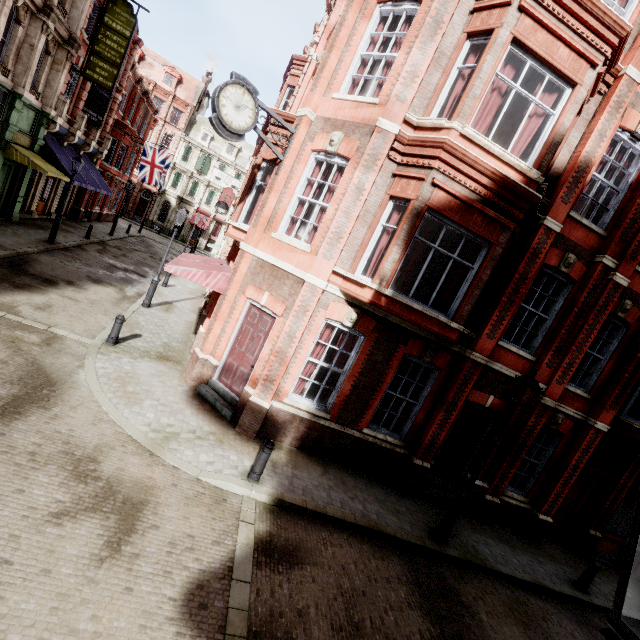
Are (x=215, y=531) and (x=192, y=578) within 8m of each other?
yes

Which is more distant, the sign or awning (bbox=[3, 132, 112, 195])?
the sign

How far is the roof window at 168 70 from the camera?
43.7 meters

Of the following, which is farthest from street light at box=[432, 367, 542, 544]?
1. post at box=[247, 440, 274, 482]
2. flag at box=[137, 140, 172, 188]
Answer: flag at box=[137, 140, 172, 188]

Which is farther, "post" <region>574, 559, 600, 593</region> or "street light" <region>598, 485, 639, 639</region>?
"post" <region>574, 559, 600, 593</region>

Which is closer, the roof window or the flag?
the flag

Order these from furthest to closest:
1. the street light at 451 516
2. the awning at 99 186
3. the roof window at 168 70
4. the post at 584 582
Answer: the roof window at 168 70 < the awning at 99 186 < the post at 584 582 < the street light at 451 516

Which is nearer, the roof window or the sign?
the sign
